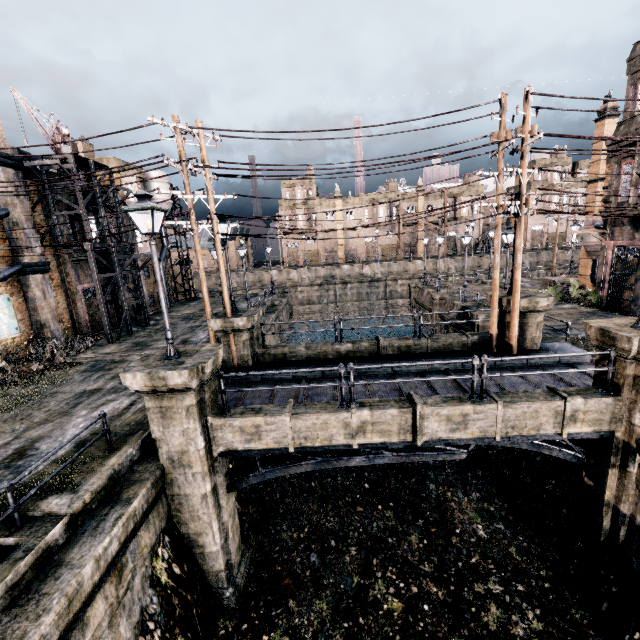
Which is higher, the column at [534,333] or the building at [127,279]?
the building at [127,279]

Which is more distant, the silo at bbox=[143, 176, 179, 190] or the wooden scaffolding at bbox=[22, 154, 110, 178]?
the silo at bbox=[143, 176, 179, 190]

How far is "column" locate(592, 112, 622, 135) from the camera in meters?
24.8 m

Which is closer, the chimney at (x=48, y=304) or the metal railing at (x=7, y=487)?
the metal railing at (x=7, y=487)

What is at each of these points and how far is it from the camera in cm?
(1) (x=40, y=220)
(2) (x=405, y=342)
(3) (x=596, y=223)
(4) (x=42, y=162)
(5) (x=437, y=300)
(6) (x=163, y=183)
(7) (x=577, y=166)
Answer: (1) building, 2066
(2) column, 1466
(3) silo, 2361
(4) wooden scaffolding, 1759
(5) column, 3005
(6) silo, 3250
(7) building, 5919

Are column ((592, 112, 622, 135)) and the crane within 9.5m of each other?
no

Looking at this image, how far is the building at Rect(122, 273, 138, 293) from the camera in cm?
2853

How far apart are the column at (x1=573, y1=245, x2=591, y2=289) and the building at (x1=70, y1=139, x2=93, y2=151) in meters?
43.1
